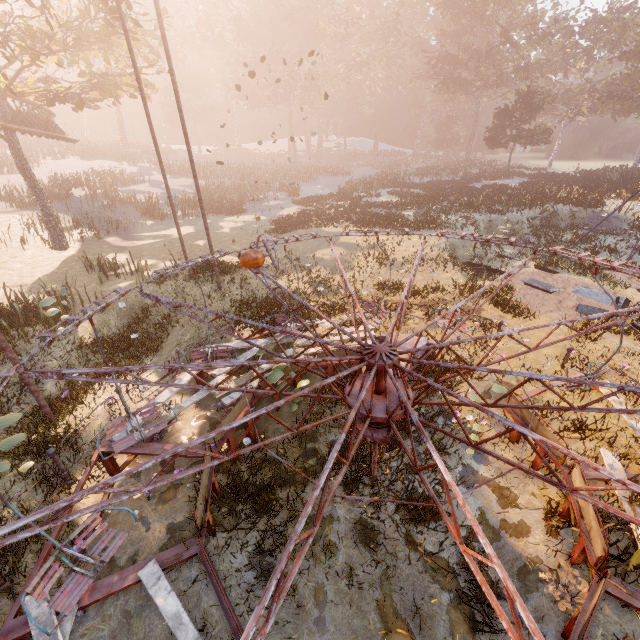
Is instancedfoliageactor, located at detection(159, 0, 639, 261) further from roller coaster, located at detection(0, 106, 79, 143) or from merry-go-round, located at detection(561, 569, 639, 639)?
roller coaster, located at detection(0, 106, 79, 143)

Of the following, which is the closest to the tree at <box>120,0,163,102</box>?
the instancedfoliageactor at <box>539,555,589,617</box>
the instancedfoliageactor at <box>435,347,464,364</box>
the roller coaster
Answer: the roller coaster

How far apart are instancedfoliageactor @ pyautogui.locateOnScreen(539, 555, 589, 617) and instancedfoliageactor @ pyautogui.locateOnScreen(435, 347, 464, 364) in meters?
5.3 m

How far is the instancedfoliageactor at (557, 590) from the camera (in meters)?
4.88

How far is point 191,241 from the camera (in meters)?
21.45

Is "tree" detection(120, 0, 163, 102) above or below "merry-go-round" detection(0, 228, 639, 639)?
above

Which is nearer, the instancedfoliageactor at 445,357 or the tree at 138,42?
the instancedfoliageactor at 445,357

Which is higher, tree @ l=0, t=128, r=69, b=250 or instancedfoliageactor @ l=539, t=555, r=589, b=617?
→ tree @ l=0, t=128, r=69, b=250
